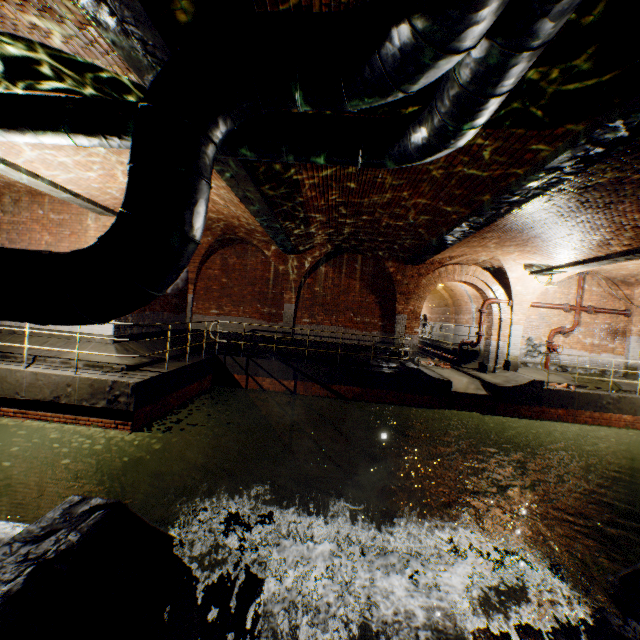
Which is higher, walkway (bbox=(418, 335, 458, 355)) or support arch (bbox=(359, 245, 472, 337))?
support arch (bbox=(359, 245, 472, 337))

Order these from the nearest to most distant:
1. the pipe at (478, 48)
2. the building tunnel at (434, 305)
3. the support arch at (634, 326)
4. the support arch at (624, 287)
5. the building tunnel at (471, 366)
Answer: the pipe at (478, 48) → the support arch at (624, 287) → the support arch at (634, 326) → the building tunnel at (471, 366) → the building tunnel at (434, 305)

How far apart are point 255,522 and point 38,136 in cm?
1115

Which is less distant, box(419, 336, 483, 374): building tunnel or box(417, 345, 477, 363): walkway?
box(419, 336, 483, 374): building tunnel

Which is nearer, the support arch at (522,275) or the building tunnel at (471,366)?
the support arch at (522,275)

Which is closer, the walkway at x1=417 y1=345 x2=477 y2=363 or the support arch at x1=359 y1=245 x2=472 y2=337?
the support arch at x1=359 y1=245 x2=472 y2=337

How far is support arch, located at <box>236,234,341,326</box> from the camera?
13.0m

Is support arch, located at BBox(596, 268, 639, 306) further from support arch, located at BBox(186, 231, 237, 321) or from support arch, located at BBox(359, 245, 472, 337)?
support arch, located at BBox(186, 231, 237, 321)
